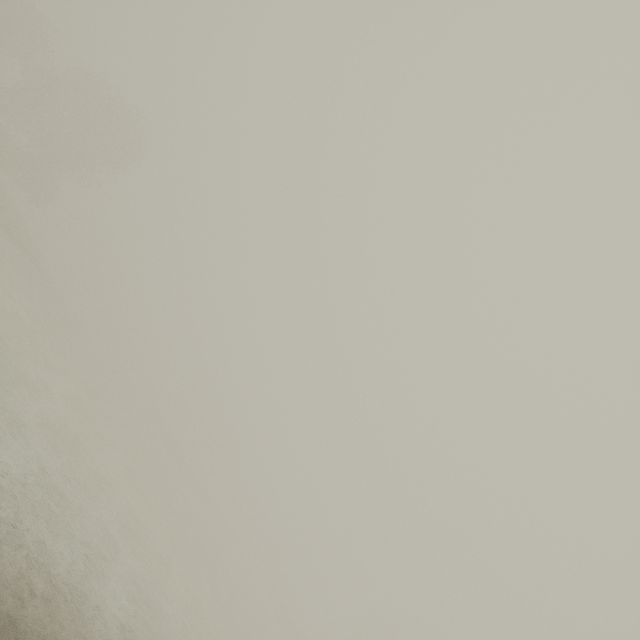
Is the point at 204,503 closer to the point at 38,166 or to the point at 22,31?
the point at 38,166
